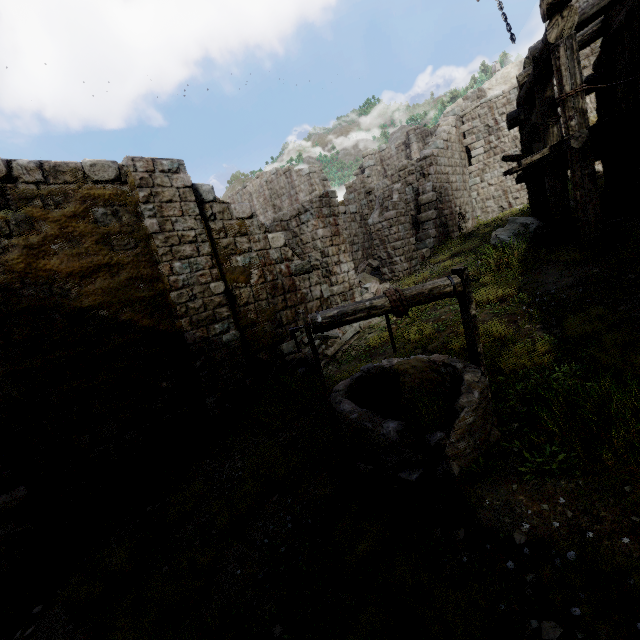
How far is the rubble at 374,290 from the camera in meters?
12.6 m

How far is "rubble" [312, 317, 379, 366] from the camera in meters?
9.0

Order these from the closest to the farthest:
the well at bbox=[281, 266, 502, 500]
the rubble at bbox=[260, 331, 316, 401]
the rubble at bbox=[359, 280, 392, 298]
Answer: the well at bbox=[281, 266, 502, 500] → the rubble at bbox=[260, 331, 316, 401] → the rubble at bbox=[359, 280, 392, 298]

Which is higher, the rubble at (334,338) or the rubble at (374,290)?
the rubble at (374,290)

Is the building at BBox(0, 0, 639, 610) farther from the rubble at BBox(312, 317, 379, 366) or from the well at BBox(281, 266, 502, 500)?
the well at BBox(281, 266, 502, 500)

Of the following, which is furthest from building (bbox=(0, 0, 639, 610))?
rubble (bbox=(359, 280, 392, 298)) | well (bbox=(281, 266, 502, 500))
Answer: well (bbox=(281, 266, 502, 500))

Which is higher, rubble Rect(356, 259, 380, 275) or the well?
rubble Rect(356, 259, 380, 275)

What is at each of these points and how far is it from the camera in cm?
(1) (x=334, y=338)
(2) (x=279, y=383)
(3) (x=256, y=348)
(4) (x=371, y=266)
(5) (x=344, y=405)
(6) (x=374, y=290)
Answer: (1) rubble, 961
(2) rubble, 812
(3) building, 909
(4) rubble, 2088
(5) well, 389
(6) rubble, 1286
